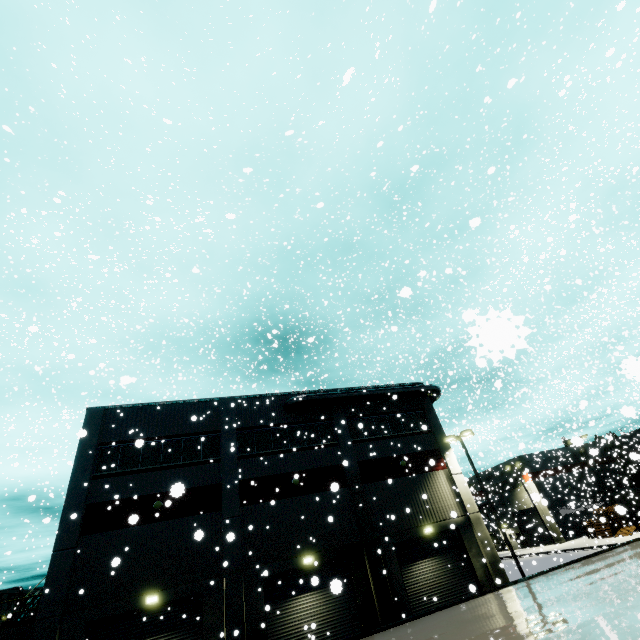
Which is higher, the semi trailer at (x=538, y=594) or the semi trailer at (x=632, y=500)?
the semi trailer at (x=538, y=594)

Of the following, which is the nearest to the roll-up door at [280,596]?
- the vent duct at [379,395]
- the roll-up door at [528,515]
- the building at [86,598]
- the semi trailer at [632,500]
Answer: the building at [86,598]

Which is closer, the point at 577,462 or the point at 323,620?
the point at 323,620

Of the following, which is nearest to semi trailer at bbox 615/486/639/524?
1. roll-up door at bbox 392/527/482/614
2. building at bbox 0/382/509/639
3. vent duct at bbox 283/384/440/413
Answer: building at bbox 0/382/509/639

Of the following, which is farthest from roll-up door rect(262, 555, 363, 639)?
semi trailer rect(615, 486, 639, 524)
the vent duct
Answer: the vent duct

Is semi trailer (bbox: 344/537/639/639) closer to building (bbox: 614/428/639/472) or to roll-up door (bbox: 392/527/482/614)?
building (bbox: 614/428/639/472)

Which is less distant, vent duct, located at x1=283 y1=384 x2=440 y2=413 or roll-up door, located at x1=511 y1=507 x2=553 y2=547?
vent duct, located at x1=283 y1=384 x2=440 y2=413

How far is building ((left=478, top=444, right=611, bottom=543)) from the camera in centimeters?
3822cm
